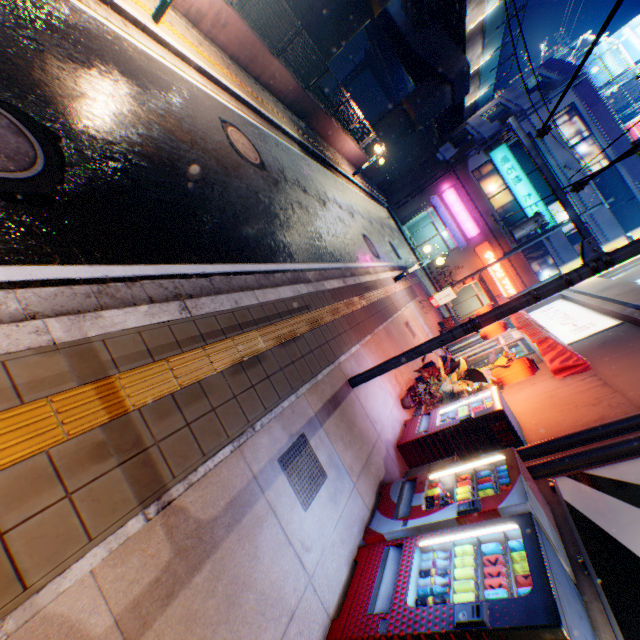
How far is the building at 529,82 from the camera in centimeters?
2405cm

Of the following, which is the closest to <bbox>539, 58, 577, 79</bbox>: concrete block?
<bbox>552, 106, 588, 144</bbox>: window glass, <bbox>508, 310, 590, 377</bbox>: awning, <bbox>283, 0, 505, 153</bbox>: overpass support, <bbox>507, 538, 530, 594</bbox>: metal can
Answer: <bbox>552, 106, 588, 144</bbox>: window glass

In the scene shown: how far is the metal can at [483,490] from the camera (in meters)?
3.96

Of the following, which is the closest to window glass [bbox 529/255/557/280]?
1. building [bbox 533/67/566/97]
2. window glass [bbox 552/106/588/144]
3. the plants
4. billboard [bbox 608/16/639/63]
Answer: building [bbox 533/67/566/97]

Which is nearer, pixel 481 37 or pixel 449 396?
pixel 449 396

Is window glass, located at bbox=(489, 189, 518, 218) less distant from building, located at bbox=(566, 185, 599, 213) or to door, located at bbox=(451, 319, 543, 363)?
building, located at bbox=(566, 185, 599, 213)

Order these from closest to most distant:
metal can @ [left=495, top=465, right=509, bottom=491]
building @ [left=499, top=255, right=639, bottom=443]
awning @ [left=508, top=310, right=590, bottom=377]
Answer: metal can @ [left=495, top=465, right=509, bottom=491] < building @ [left=499, top=255, right=639, bottom=443] < awning @ [left=508, top=310, right=590, bottom=377]

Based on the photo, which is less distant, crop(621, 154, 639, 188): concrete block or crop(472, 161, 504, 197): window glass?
crop(621, 154, 639, 188): concrete block
